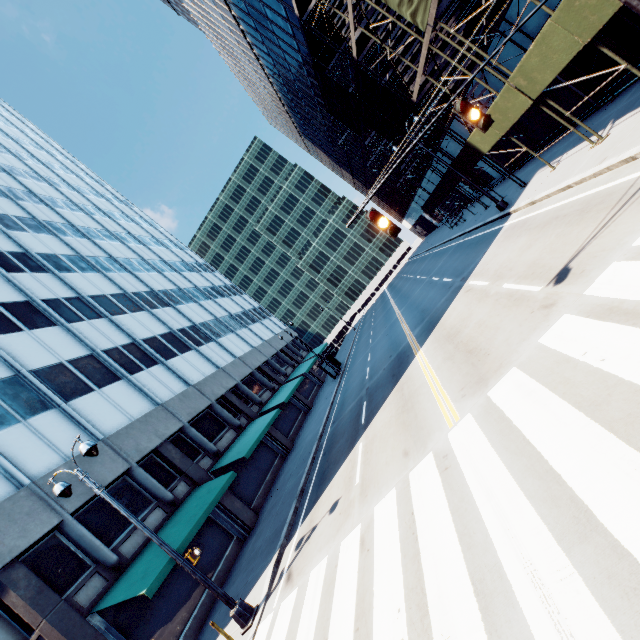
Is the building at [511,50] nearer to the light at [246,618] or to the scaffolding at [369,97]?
the scaffolding at [369,97]

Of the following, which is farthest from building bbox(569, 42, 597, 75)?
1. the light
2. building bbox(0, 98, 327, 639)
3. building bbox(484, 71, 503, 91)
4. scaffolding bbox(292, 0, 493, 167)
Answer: building bbox(0, 98, 327, 639)

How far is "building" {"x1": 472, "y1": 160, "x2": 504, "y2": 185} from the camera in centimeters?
2595cm

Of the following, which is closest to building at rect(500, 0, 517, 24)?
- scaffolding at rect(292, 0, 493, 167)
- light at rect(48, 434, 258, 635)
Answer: A: scaffolding at rect(292, 0, 493, 167)

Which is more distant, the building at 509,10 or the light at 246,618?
the building at 509,10

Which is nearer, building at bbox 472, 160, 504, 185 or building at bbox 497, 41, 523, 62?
building at bbox 497, 41, 523, 62

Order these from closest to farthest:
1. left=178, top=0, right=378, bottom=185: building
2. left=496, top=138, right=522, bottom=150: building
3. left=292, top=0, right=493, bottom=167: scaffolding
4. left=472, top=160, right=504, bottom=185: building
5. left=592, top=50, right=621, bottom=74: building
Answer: left=292, top=0, right=493, bottom=167: scaffolding, left=592, top=50, right=621, bottom=74: building, left=496, top=138, right=522, bottom=150: building, left=472, top=160, right=504, bottom=185: building, left=178, top=0, right=378, bottom=185: building

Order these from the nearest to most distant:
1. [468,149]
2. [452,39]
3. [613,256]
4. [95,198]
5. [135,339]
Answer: [613,256] < [452,39] < [468,149] < [135,339] < [95,198]
